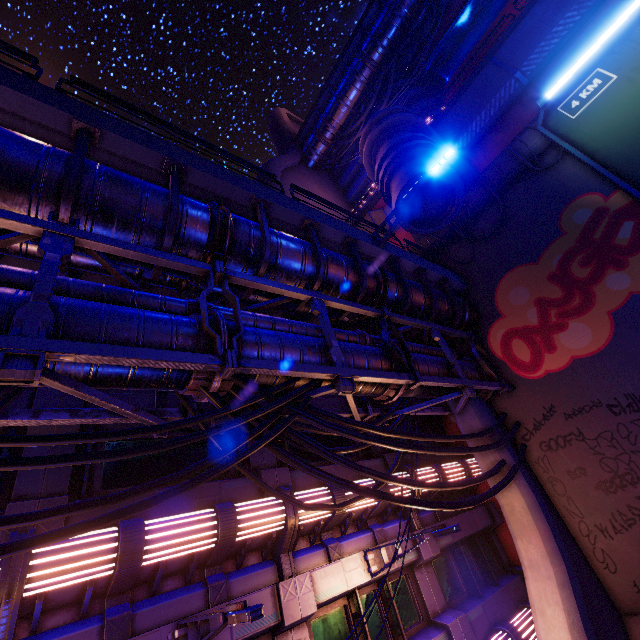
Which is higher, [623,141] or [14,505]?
[623,141]

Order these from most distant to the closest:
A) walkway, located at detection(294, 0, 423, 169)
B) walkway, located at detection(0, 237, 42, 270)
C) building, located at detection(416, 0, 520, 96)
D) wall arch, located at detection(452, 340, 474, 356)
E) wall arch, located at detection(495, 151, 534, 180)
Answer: walkway, located at detection(294, 0, 423, 169) → building, located at detection(416, 0, 520, 96) → wall arch, located at detection(452, 340, 474, 356) → wall arch, located at detection(495, 151, 534, 180) → walkway, located at detection(0, 237, 42, 270)

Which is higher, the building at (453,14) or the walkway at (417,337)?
the building at (453,14)

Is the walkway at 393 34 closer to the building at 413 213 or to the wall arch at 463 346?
the building at 413 213

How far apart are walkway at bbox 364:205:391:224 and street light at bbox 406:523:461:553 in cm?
1653

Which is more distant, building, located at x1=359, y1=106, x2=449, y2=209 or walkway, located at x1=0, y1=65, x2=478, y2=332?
building, located at x1=359, y1=106, x2=449, y2=209

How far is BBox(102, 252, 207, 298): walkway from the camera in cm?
628

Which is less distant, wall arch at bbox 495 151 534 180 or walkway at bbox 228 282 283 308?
walkway at bbox 228 282 283 308
